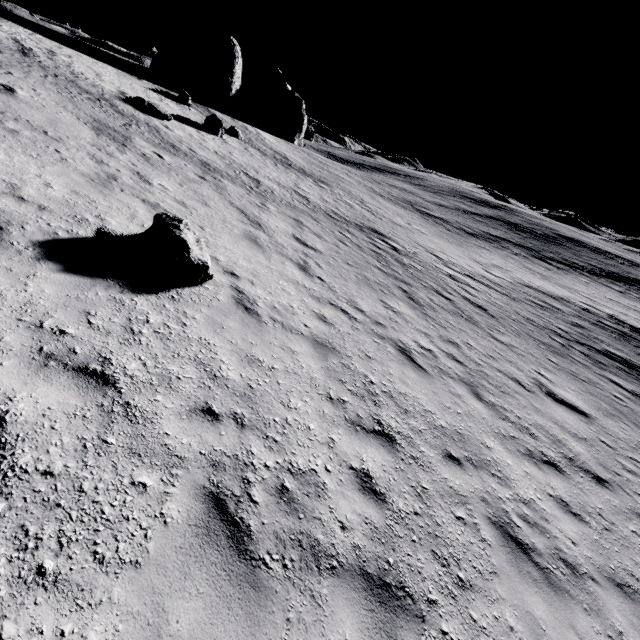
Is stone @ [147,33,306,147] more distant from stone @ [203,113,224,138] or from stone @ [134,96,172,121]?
stone @ [134,96,172,121]

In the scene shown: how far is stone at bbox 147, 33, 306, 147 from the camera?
32.3m

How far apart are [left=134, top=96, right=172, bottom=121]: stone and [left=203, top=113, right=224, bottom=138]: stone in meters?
3.6

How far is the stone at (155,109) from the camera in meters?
18.4 m

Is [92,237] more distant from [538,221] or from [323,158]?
[538,221]

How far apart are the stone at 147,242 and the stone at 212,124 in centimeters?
2001cm

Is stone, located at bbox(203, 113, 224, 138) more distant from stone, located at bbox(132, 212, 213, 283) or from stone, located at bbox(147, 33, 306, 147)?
stone, located at bbox(132, 212, 213, 283)
